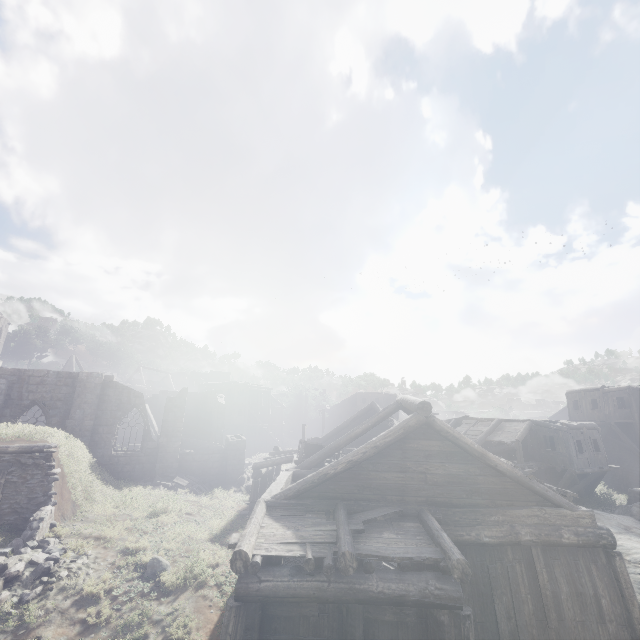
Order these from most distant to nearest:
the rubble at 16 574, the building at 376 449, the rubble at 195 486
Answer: the rubble at 195 486
the rubble at 16 574
the building at 376 449

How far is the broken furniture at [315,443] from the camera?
14.5 meters

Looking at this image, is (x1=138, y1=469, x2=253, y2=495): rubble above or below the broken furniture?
below

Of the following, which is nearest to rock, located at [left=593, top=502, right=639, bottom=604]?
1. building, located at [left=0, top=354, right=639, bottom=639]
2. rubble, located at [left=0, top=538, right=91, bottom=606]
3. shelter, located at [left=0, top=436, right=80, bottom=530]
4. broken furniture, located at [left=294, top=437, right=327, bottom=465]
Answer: building, located at [left=0, top=354, right=639, bottom=639]

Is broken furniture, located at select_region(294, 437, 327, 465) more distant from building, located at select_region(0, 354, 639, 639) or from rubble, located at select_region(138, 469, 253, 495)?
rubble, located at select_region(138, 469, 253, 495)

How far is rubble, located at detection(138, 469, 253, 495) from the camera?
20.0 meters

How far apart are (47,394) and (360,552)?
22.11m

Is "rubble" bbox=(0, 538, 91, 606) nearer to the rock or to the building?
the building
